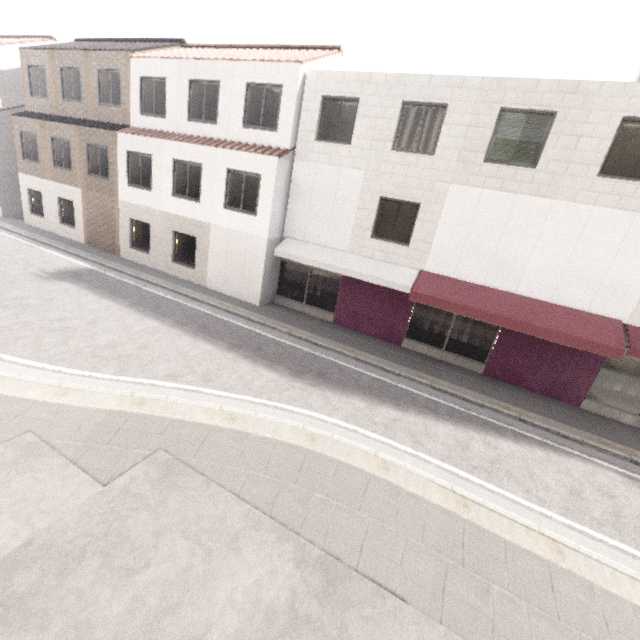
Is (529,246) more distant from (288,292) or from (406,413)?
(288,292)
